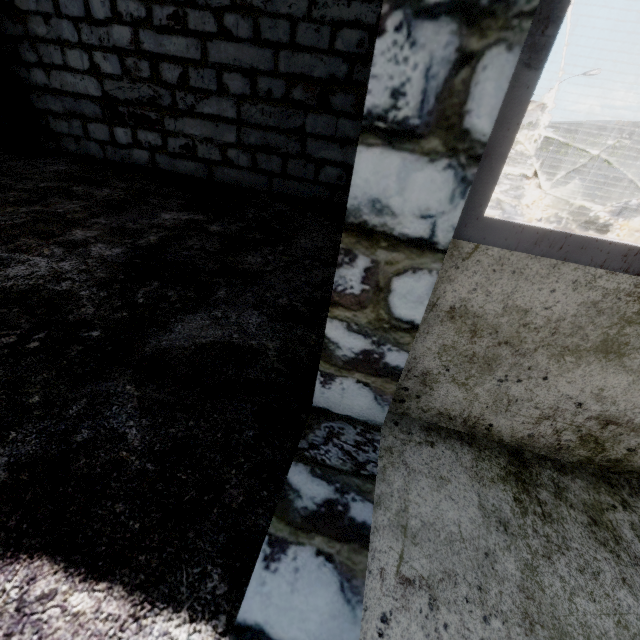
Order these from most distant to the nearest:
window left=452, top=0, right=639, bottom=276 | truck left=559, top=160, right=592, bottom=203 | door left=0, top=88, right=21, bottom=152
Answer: truck left=559, top=160, right=592, bottom=203 → door left=0, top=88, right=21, bottom=152 → window left=452, top=0, right=639, bottom=276

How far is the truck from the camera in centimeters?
3778cm

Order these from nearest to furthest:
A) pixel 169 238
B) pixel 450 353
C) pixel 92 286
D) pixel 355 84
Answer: pixel 450 353 < pixel 92 286 < pixel 169 238 < pixel 355 84

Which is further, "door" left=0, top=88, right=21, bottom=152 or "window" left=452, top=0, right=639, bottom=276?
"door" left=0, top=88, right=21, bottom=152

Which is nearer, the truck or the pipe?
the pipe

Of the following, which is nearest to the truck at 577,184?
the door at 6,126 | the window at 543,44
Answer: the window at 543,44

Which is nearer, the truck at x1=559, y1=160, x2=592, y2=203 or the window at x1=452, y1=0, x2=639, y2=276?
the window at x1=452, y1=0, x2=639, y2=276

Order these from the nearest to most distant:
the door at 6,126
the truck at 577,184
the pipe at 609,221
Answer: the door at 6,126 → the pipe at 609,221 → the truck at 577,184
